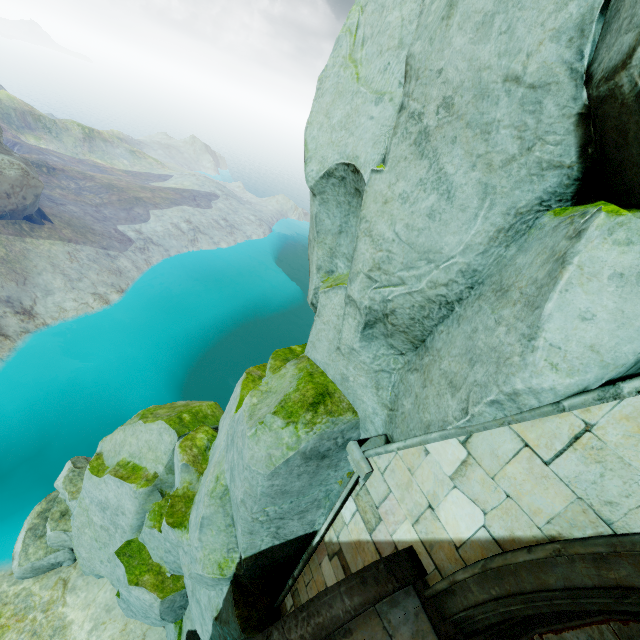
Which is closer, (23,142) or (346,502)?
(346,502)

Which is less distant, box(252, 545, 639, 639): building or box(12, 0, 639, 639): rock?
box(12, 0, 639, 639): rock

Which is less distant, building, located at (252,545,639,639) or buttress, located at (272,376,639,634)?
buttress, located at (272,376,639,634)

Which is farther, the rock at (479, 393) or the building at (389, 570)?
the building at (389, 570)

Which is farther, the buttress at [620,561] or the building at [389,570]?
the building at [389,570]
